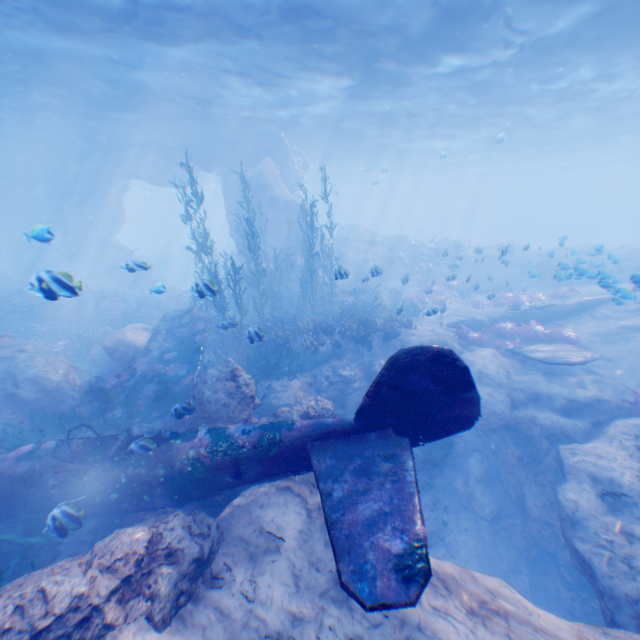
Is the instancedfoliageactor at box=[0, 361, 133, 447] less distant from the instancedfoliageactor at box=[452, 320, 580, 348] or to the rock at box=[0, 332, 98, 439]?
the rock at box=[0, 332, 98, 439]

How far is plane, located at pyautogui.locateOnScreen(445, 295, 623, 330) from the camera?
15.8 meters

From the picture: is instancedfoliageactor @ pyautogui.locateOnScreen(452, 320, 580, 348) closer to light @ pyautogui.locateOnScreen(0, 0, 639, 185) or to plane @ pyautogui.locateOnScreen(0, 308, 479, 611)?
plane @ pyautogui.locateOnScreen(0, 308, 479, 611)

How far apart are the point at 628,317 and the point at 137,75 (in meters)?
25.17

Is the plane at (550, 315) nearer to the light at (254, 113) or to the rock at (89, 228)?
the rock at (89, 228)

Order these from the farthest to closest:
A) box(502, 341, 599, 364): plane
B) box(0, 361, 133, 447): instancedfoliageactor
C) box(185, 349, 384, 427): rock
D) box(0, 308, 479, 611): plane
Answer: box(502, 341, 599, 364): plane → box(0, 361, 133, 447): instancedfoliageactor → box(185, 349, 384, 427): rock → box(0, 308, 479, 611): plane

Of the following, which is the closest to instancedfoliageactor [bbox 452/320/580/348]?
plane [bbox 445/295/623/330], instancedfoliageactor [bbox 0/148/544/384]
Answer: plane [bbox 445/295/623/330]

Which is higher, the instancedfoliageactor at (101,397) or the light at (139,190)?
the light at (139,190)
